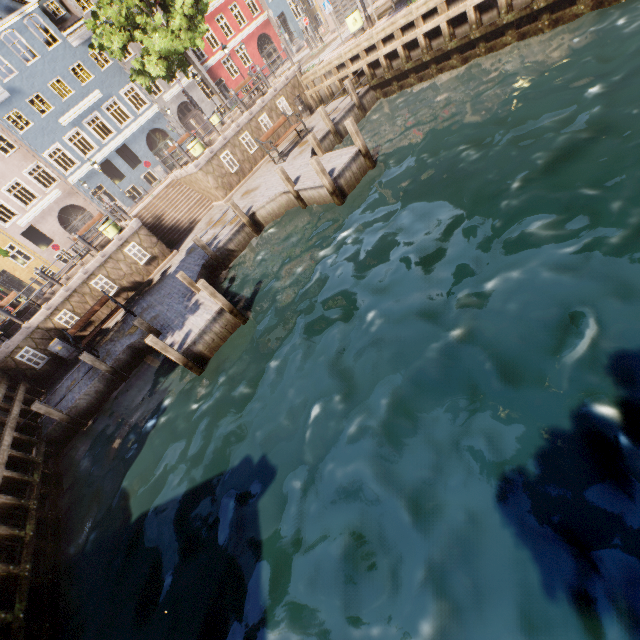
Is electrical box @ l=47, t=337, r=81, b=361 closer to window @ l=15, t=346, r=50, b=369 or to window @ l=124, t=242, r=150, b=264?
window @ l=15, t=346, r=50, b=369

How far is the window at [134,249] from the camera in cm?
1451

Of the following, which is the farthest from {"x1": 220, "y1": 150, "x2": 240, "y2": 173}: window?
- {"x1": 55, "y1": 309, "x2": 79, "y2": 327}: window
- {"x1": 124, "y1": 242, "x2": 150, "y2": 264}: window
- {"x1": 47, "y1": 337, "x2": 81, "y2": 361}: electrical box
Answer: {"x1": 47, "y1": 337, "x2": 81, "y2": 361}: electrical box

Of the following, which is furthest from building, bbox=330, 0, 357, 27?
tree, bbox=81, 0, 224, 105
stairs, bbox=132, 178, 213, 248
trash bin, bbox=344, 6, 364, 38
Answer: trash bin, bbox=344, 6, 364, 38

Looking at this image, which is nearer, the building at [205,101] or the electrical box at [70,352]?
the electrical box at [70,352]

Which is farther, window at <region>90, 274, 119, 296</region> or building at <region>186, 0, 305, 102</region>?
building at <region>186, 0, 305, 102</region>

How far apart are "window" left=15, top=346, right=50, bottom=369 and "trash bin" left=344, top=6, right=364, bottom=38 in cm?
2015

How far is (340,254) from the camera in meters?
8.7
